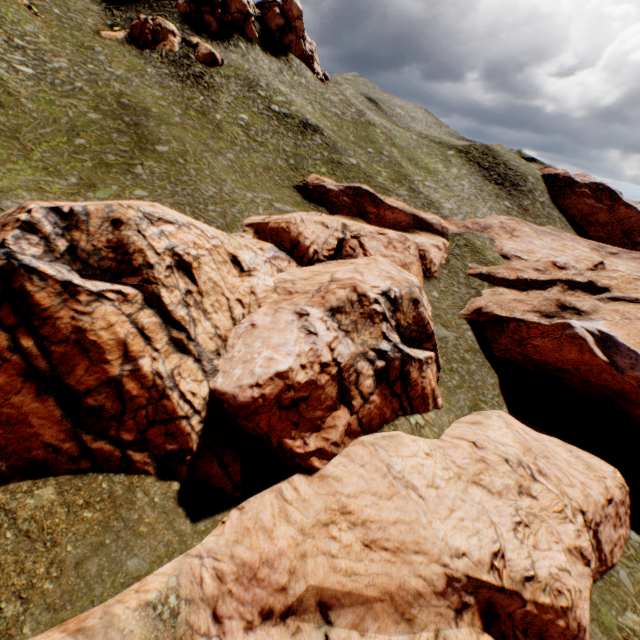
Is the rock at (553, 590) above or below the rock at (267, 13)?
below

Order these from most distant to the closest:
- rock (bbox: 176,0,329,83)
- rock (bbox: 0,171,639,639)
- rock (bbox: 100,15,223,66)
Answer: rock (bbox: 176,0,329,83), rock (bbox: 100,15,223,66), rock (bbox: 0,171,639,639)

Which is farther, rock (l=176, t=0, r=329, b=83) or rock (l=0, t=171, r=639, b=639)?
rock (l=176, t=0, r=329, b=83)

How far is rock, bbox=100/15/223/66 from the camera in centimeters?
4138cm

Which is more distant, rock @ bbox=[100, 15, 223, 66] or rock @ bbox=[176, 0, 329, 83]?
rock @ bbox=[176, 0, 329, 83]

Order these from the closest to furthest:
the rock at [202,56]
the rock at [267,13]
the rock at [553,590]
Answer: the rock at [553,590] < the rock at [202,56] < the rock at [267,13]

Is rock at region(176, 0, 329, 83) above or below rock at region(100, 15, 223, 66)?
above

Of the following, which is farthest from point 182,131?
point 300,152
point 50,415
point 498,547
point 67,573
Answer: point 498,547
